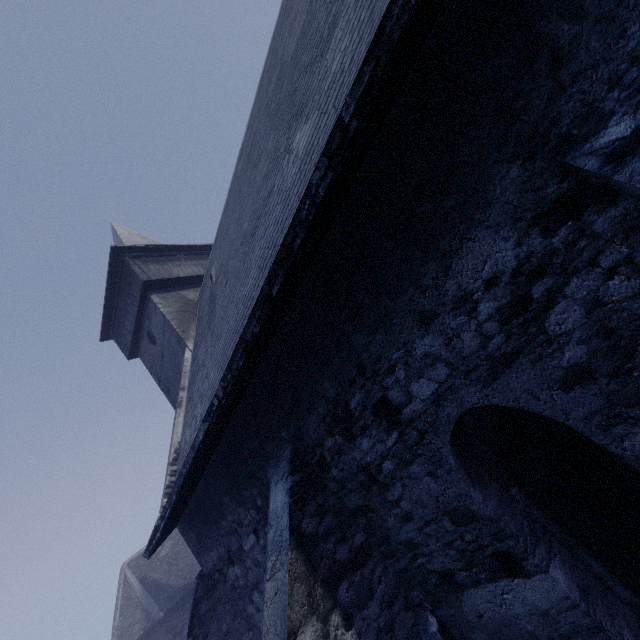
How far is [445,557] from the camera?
2.9m
